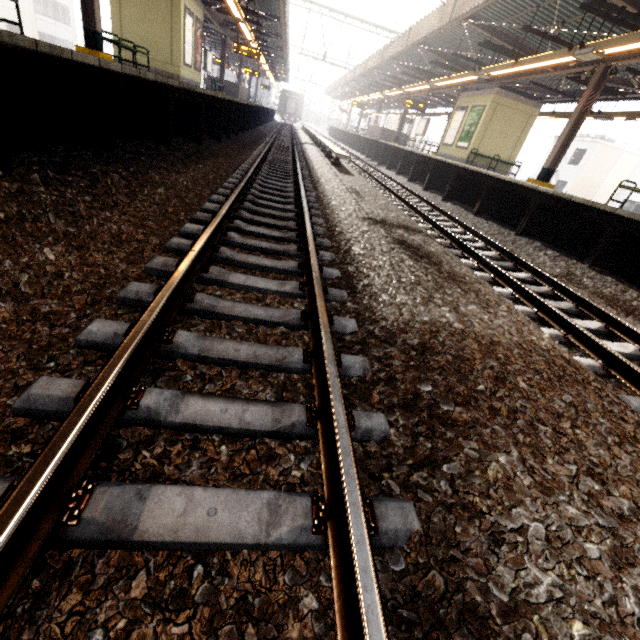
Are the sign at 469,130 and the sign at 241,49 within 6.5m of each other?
no

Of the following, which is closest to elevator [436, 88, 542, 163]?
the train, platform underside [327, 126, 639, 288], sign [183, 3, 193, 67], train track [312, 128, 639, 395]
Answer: platform underside [327, 126, 639, 288]

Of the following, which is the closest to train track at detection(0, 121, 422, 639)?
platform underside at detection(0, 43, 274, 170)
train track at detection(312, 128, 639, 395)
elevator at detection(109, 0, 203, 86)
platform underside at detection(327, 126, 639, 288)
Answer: platform underside at detection(0, 43, 274, 170)

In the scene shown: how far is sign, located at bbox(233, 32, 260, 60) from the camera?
18.2m

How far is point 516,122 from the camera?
14.4m

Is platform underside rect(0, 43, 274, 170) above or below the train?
below

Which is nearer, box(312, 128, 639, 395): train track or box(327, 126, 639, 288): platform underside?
box(312, 128, 639, 395): train track

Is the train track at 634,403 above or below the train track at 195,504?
above
